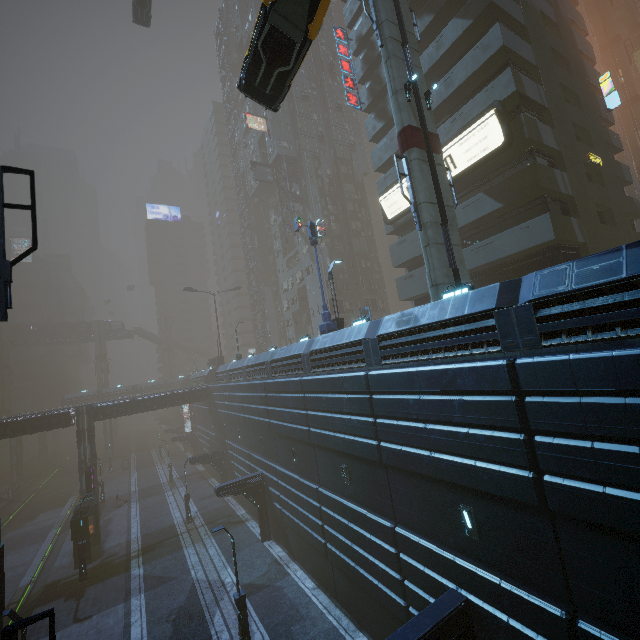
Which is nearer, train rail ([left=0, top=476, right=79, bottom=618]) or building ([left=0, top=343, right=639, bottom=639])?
building ([left=0, top=343, right=639, bottom=639])

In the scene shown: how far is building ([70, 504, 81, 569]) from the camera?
24.4m

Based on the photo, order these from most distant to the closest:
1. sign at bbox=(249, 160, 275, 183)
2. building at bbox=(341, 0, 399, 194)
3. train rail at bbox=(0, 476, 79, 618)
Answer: sign at bbox=(249, 160, 275, 183) < building at bbox=(341, 0, 399, 194) < train rail at bbox=(0, 476, 79, 618)

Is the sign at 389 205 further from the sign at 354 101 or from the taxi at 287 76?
the sign at 354 101

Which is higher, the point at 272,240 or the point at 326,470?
the point at 272,240

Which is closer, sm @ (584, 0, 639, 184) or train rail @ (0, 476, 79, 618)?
train rail @ (0, 476, 79, 618)

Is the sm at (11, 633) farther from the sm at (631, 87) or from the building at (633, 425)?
the sm at (631, 87)

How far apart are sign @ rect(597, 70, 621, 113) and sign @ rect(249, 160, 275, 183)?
35.7 meters
